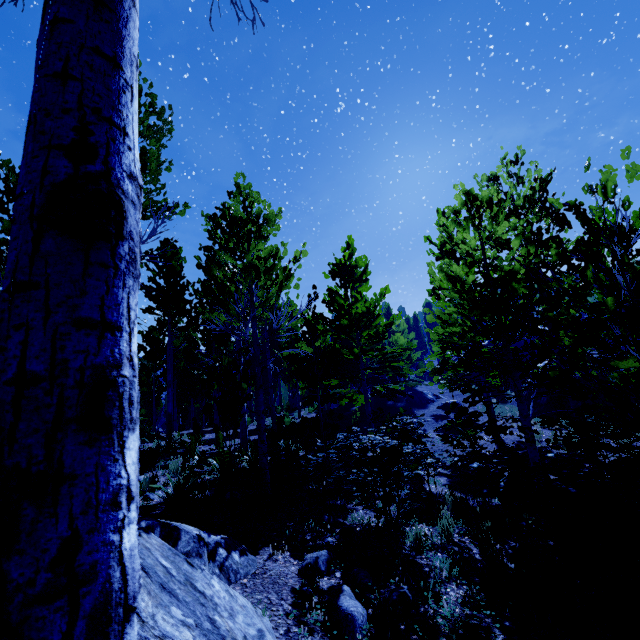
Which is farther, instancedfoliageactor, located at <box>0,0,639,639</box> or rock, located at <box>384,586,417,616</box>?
rock, located at <box>384,586,417,616</box>

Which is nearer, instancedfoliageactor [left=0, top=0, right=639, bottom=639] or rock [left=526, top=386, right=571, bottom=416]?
instancedfoliageactor [left=0, top=0, right=639, bottom=639]

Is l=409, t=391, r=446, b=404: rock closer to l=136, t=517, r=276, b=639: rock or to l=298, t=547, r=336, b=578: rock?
l=136, t=517, r=276, b=639: rock

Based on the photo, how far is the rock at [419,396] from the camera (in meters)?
24.79

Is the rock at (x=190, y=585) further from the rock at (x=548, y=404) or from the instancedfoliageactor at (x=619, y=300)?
the rock at (x=548, y=404)

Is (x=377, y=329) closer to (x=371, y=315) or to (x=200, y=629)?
(x=371, y=315)

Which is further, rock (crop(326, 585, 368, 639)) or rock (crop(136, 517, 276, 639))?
rock (crop(326, 585, 368, 639))

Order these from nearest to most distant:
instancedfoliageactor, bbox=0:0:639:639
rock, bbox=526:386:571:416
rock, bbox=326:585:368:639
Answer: instancedfoliageactor, bbox=0:0:639:639 → rock, bbox=326:585:368:639 → rock, bbox=526:386:571:416
